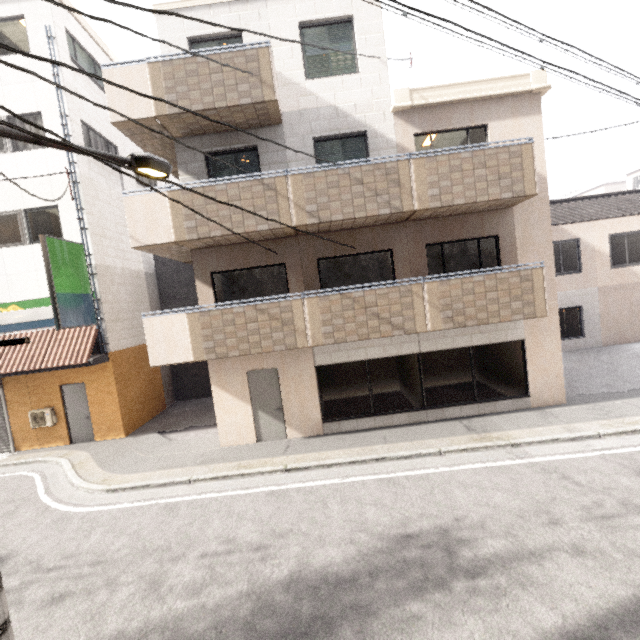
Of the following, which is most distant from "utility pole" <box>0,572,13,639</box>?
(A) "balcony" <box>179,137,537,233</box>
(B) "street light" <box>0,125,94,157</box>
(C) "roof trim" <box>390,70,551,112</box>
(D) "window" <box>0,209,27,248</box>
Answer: (D) "window" <box>0,209,27,248</box>

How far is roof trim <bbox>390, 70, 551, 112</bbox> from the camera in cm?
847

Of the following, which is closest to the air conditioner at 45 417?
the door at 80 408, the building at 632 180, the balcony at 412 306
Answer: the door at 80 408

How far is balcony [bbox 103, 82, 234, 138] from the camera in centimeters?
768cm

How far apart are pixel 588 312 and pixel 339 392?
13.23m

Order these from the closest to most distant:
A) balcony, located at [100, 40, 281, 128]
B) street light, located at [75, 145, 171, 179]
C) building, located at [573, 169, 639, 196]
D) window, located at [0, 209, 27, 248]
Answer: street light, located at [75, 145, 171, 179] < balcony, located at [100, 40, 281, 128] < window, located at [0, 209, 27, 248] < building, located at [573, 169, 639, 196]

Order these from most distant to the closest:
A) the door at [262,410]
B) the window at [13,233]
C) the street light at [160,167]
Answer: the window at [13,233], the door at [262,410], the street light at [160,167]

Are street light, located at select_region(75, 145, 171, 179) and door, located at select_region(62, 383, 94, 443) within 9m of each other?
no
